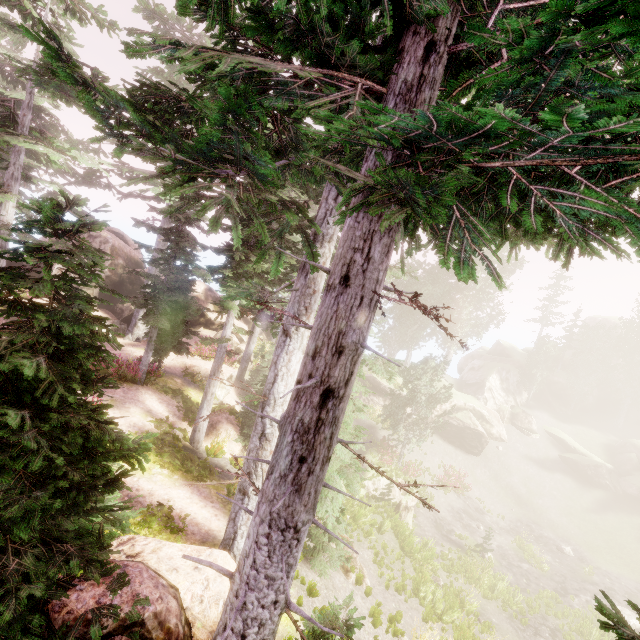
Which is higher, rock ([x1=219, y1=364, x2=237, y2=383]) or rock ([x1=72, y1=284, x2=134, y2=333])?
rock ([x1=72, y1=284, x2=134, y2=333])

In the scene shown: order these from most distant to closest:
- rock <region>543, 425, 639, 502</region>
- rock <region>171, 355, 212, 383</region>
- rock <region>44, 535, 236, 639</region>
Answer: rock <region>543, 425, 639, 502</region> < rock <region>171, 355, 212, 383</region> < rock <region>44, 535, 236, 639</region>

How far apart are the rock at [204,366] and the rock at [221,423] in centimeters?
409cm

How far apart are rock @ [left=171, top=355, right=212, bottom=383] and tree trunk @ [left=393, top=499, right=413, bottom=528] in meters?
13.2 m

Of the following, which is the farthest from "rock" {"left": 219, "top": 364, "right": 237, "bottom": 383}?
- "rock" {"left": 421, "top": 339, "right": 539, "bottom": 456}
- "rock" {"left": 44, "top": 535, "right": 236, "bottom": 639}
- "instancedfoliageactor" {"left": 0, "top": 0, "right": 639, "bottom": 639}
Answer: "rock" {"left": 421, "top": 339, "right": 539, "bottom": 456}

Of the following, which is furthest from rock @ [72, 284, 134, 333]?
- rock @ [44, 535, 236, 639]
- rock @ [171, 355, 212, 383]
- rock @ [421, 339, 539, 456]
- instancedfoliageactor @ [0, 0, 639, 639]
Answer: rock @ [44, 535, 236, 639]

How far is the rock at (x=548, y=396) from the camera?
42.6 meters

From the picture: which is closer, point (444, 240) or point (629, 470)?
point (444, 240)
